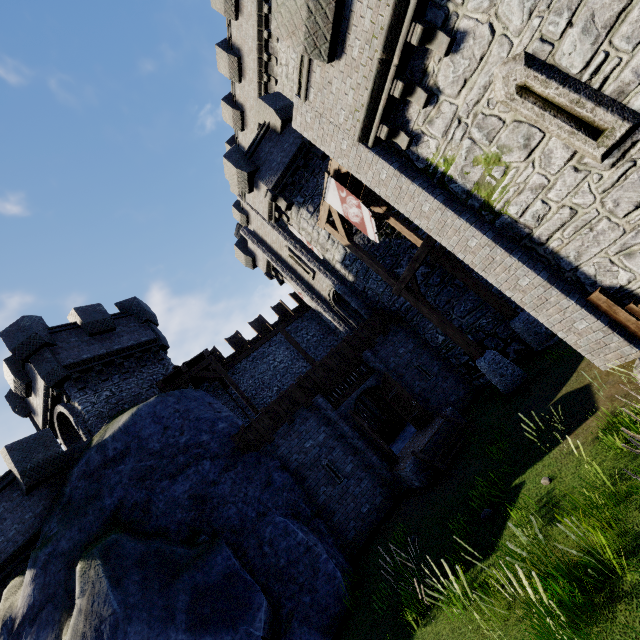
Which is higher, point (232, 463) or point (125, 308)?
point (125, 308)

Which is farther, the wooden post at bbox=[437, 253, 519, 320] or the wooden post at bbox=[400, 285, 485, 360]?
Answer: the wooden post at bbox=[437, 253, 519, 320]

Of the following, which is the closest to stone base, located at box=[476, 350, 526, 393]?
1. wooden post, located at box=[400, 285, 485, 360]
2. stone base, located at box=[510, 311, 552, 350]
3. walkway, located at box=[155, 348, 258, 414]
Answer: wooden post, located at box=[400, 285, 485, 360]

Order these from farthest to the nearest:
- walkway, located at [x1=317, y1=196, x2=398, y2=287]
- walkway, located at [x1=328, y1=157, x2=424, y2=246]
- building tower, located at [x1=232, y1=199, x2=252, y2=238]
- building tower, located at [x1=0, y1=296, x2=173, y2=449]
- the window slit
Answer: building tower, located at [x1=232, y1=199, x2=252, y2=238]
building tower, located at [x1=0, y1=296, x2=173, y2=449]
walkway, located at [x1=317, y1=196, x2=398, y2=287]
walkway, located at [x1=328, y1=157, x2=424, y2=246]
the window slit

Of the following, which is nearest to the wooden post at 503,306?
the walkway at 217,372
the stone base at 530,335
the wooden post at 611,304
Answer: the stone base at 530,335

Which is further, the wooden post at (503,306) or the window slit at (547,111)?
the wooden post at (503,306)

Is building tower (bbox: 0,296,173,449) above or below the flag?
above

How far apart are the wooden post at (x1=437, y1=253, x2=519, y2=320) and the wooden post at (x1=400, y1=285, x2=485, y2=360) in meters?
2.3
